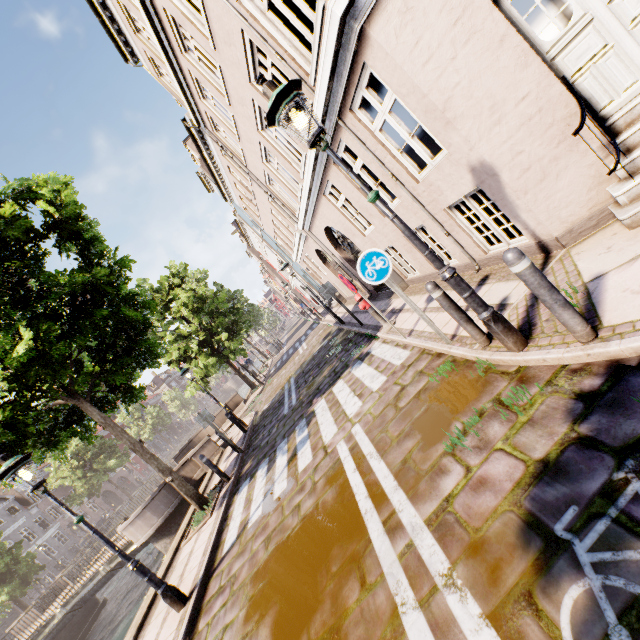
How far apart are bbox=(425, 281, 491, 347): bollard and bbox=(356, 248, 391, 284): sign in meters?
0.8

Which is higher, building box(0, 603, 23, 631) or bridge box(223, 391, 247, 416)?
building box(0, 603, 23, 631)

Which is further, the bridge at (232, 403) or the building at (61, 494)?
the building at (61, 494)

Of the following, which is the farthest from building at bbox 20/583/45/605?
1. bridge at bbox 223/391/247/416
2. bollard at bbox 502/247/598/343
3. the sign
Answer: bollard at bbox 502/247/598/343

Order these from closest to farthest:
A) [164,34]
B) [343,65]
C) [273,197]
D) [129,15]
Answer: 1. [343,65]
2. [164,34]
3. [129,15]
4. [273,197]

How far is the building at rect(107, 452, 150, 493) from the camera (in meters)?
49.41

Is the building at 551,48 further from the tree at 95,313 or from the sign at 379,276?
the tree at 95,313

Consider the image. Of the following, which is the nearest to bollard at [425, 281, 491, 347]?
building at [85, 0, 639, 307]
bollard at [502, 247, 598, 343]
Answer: bollard at [502, 247, 598, 343]
